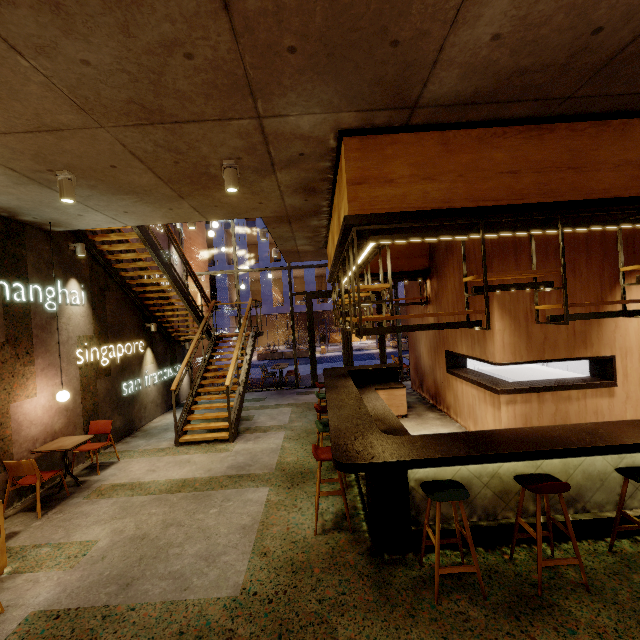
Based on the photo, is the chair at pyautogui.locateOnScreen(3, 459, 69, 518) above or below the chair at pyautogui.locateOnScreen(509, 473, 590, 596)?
below

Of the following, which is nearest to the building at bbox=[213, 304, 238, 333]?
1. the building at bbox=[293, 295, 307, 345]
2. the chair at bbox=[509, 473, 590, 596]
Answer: the building at bbox=[293, 295, 307, 345]

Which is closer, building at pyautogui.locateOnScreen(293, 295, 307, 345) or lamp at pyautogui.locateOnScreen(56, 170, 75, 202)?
lamp at pyautogui.locateOnScreen(56, 170, 75, 202)

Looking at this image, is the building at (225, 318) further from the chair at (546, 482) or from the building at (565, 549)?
the chair at (546, 482)

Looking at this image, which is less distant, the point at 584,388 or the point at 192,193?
the point at 192,193

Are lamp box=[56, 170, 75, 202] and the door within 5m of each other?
no

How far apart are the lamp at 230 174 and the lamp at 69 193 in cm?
180

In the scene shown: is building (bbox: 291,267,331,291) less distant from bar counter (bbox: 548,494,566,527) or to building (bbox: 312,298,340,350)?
building (bbox: 312,298,340,350)
